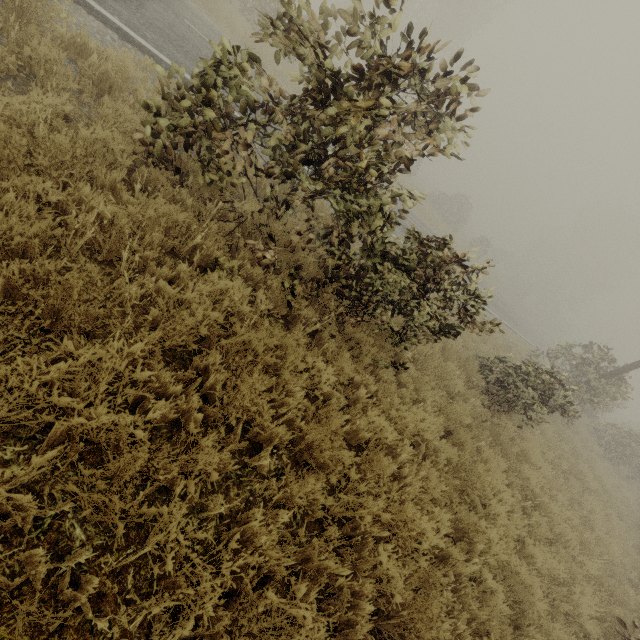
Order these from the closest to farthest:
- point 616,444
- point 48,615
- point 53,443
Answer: point 48,615 < point 53,443 < point 616,444
